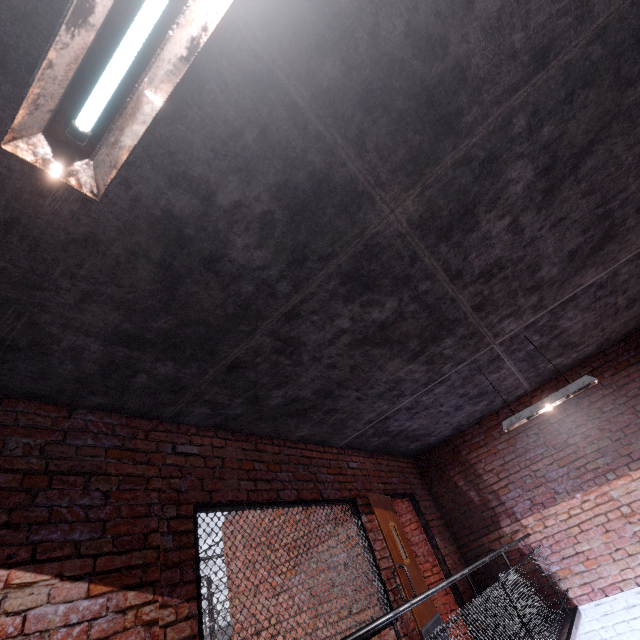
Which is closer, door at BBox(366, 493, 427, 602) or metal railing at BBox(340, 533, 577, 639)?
metal railing at BBox(340, 533, 577, 639)

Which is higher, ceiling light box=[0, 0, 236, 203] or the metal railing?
ceiling light box=[0, 0, 236, 203]

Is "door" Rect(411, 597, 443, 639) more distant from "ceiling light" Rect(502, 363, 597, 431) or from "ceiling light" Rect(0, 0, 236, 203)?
"ceiling light" Rect(0, 0, 236, 203)

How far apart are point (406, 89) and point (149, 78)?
1.5m

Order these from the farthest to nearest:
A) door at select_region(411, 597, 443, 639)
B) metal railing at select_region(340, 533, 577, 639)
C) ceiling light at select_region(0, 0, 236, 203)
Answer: door at select_region(411, 597, 443, 639)
metal railing at select_region(340, 533, 577, 639)
ceiling light at select_region(0, 0, 236, 203)

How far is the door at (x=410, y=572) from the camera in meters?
4.1 m

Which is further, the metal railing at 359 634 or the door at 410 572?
the door at 410 572

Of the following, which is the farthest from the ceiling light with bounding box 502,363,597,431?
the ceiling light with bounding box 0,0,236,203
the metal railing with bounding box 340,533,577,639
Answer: the ceiling light with bounding box 0,0,236,203
